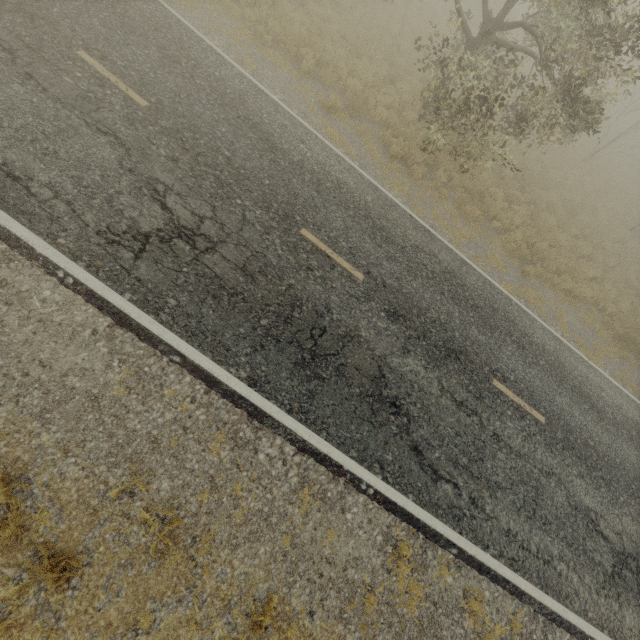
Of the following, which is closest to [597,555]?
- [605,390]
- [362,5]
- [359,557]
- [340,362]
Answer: [605,390]
